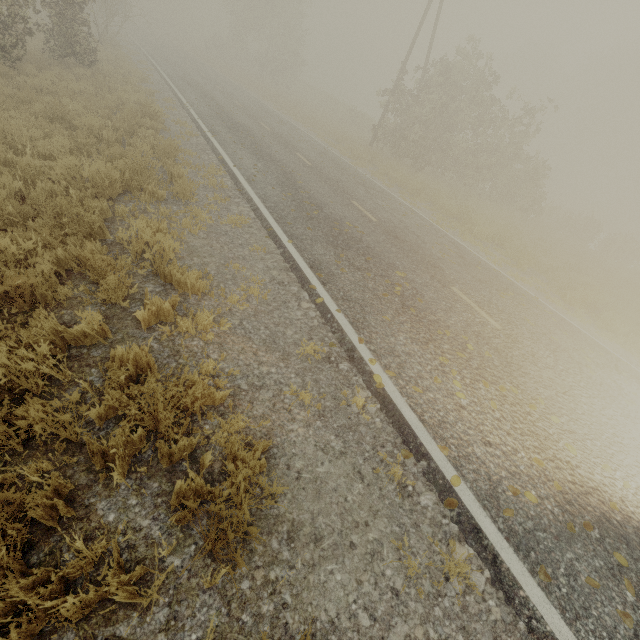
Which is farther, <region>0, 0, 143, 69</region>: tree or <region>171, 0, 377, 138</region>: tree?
<region>171, 0, 377, 138</region>: tree

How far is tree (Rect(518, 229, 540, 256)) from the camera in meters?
13.4

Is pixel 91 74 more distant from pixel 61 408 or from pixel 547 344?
pixel 547 344

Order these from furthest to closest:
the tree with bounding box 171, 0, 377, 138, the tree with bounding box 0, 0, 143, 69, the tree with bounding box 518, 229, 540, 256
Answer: the tree with bounding box 171, 0, 377, 138
the tree with bounding box 518, 229, 540, 256
the tree with bounding box 0, 0, 143, 69

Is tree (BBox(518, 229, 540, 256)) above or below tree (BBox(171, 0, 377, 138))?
below

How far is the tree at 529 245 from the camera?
13.4m

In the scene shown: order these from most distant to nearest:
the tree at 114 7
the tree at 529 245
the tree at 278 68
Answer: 1. the tree at 278 68
2. the tree at 529 245
3. the tree at 114 7
